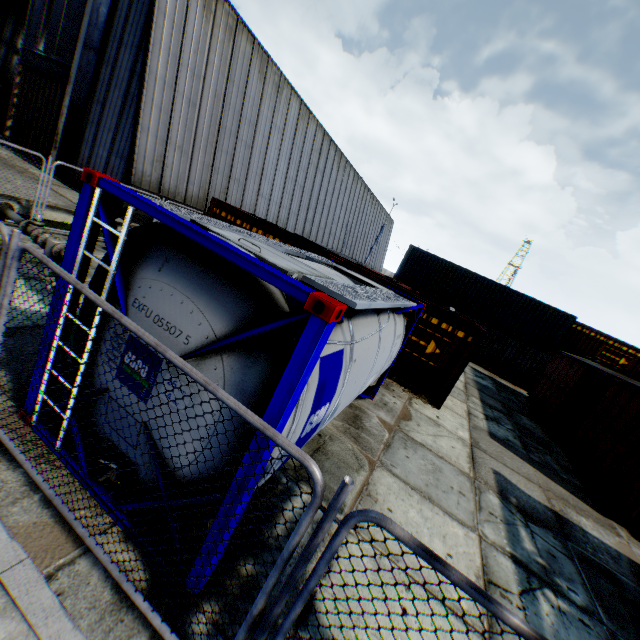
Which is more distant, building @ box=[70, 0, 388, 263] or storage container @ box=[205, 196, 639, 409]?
building @ box=[70, 0, 388, 263]

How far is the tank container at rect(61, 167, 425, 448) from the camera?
2.4 meters

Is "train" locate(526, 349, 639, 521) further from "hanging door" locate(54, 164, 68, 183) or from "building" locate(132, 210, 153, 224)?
"hanging door" locate(54, 164, 68, 183)

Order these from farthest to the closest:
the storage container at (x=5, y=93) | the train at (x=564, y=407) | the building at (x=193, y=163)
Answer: the storage container at (x=5, y=93), the building at (x=193, y=163), the train at (x=564, y=407)

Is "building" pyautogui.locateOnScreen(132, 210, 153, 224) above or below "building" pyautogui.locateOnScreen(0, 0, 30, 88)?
below

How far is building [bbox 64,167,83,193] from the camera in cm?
1530

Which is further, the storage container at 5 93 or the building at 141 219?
the storage container at 5 93

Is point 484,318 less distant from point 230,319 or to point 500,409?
point 500,409
